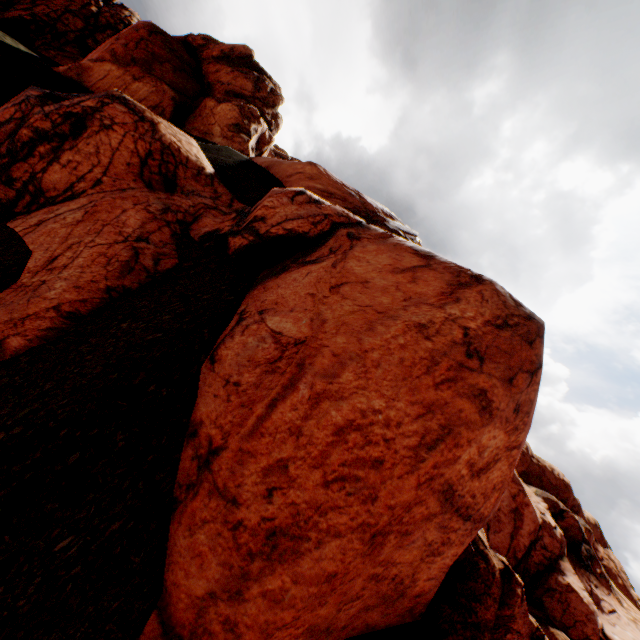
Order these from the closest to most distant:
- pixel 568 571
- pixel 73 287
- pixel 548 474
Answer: pixel 73 287 → pixel 568 571 → pixel 548 474
